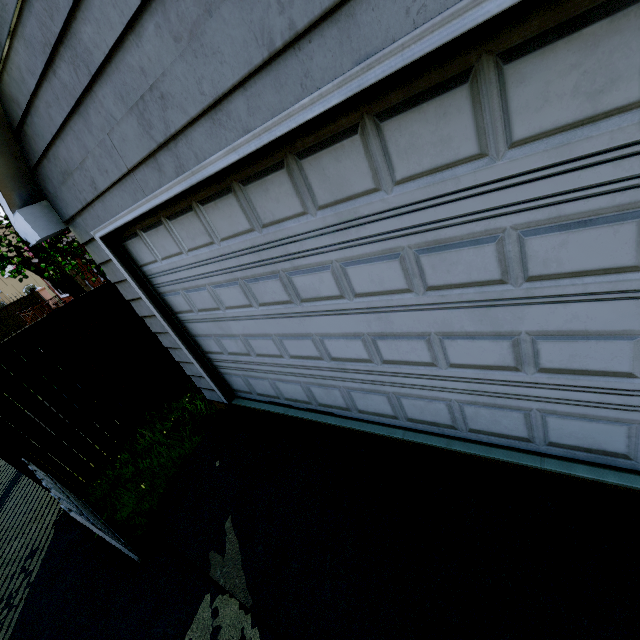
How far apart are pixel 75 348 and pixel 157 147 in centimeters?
425cm

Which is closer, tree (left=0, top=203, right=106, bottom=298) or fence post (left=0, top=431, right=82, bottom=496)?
tree (left=0, top=203, right=106, bottom=298)

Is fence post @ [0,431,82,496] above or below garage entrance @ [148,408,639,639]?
above

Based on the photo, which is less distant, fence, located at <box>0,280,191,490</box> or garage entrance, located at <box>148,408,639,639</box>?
garage entrance, located at <box>148,408,639,639</box>

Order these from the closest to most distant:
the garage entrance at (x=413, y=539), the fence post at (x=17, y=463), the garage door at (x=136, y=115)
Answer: the garage door at (x=136, y=115), the garage entrance at (x=413, y=539), the fence post at (x=17, y=463)

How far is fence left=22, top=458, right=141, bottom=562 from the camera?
3.24m

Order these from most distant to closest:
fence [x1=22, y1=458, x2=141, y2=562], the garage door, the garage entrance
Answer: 1. fence [x1=22, y1=458, x2=141, y2=562]
2. the garage entrance
3. the garage door

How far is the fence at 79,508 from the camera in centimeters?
324cm
